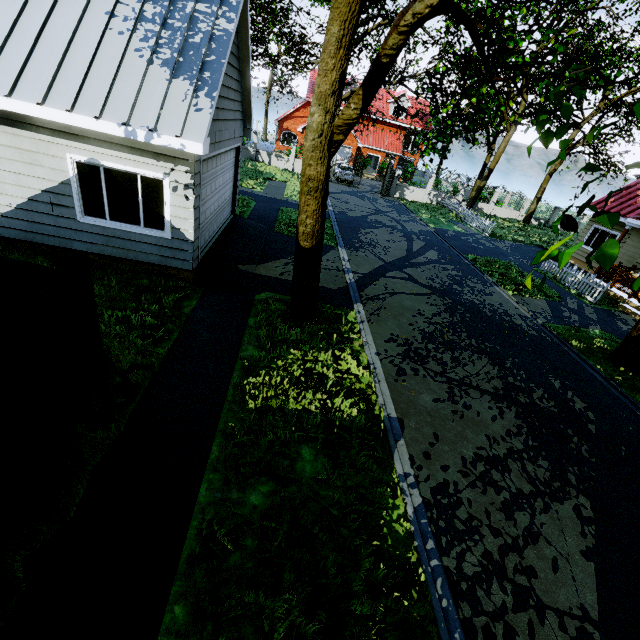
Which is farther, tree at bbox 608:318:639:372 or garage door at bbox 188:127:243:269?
tree at bbox 608:318:639:372

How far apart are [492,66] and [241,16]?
6.3 meters

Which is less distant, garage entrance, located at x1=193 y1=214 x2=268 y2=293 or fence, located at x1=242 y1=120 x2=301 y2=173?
garage entrance, located at x1=193 y1=214 x2=268 y2=293

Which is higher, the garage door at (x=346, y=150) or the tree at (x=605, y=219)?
the tree at (x=605, y=219)

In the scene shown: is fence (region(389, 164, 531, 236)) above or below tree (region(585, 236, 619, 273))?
below

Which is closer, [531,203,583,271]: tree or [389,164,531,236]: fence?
[531,203,583,271]: tree

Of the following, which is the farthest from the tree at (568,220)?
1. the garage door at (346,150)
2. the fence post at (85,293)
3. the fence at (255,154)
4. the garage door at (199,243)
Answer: the garage door at (346,150)

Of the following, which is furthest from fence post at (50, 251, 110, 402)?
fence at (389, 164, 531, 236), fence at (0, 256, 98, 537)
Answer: fence at (389, 164, 531, 236)
